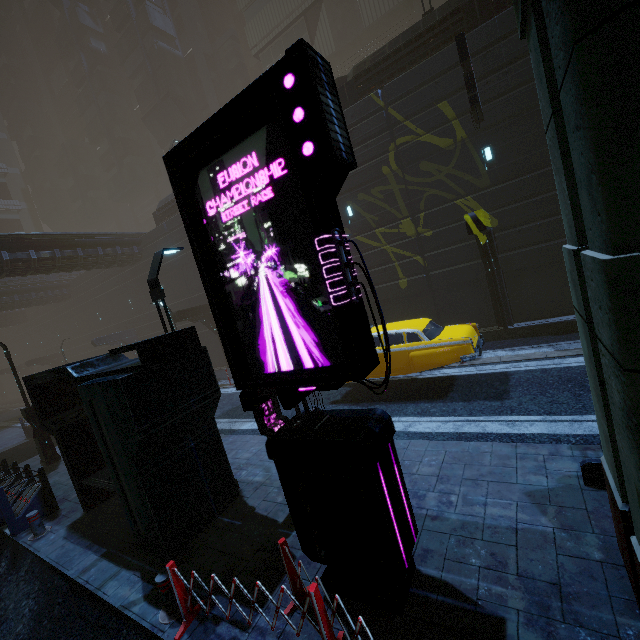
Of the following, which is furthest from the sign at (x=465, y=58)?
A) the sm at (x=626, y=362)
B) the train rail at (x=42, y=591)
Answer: the train rail at (x=42, y=591)

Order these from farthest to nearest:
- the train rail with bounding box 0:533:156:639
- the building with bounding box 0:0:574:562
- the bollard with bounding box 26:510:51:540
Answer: the bollard with bounding box 26:510:51:540
the building with bounding box 0:0:574:562
the train rail with bounding box 0:533:156:639

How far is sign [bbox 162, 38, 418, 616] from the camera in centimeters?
315cm

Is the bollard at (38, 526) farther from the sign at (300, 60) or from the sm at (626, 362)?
the sm at (626, 362)

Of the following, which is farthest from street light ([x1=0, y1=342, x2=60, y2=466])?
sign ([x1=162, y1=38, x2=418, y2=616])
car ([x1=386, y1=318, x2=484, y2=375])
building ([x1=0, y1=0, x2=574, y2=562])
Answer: sign ([x1=162, y1=38, x2=418, y2=616])

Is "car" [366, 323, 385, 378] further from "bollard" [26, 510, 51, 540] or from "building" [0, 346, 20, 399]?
"bollard" [26, 510, 51, 540]

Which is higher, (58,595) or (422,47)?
(422,47)

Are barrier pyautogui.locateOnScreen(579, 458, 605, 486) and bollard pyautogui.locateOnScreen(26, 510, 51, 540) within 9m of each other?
no
